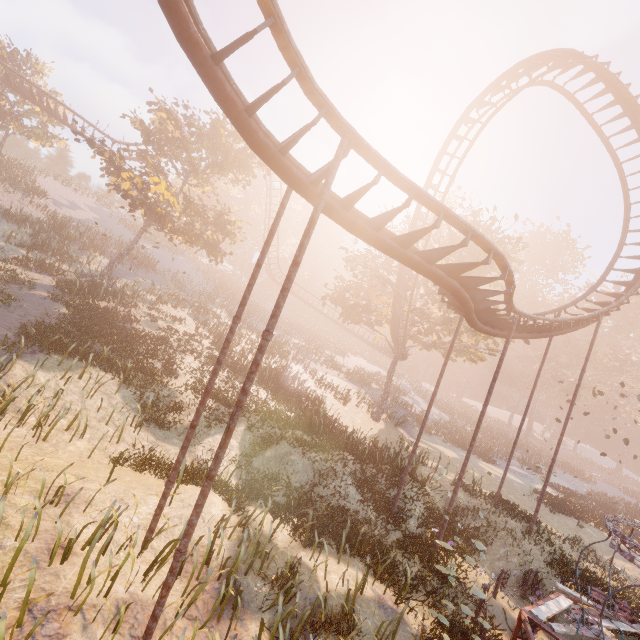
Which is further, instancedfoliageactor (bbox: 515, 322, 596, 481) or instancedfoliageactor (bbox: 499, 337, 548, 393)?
instancedfoliageactor (bbox: 499, 337, 548, 393)

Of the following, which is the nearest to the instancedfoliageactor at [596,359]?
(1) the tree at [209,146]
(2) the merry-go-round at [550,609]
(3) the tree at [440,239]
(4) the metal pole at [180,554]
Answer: (2) the merry-go-round at [550,609]

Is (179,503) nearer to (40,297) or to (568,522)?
(40,297)

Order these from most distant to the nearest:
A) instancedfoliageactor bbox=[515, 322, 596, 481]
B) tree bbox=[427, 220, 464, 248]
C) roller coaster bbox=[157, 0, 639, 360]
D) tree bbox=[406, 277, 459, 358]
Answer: instancedfoliageactor bbox=[515, 322, 596, 481], tree bbox=[427, 220, 464, 248], tree bbox=[406, 277, 459, 358], roller coaster bbox=[157, 0, 639, 360]

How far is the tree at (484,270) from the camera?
24.1m

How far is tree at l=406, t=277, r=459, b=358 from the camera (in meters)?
22.14

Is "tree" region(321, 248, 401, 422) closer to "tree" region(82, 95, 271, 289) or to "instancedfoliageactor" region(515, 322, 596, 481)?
"tree" region(82, 95, 271, 289)

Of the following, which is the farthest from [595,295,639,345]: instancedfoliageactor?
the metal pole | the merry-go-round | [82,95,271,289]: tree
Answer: the metal pole
